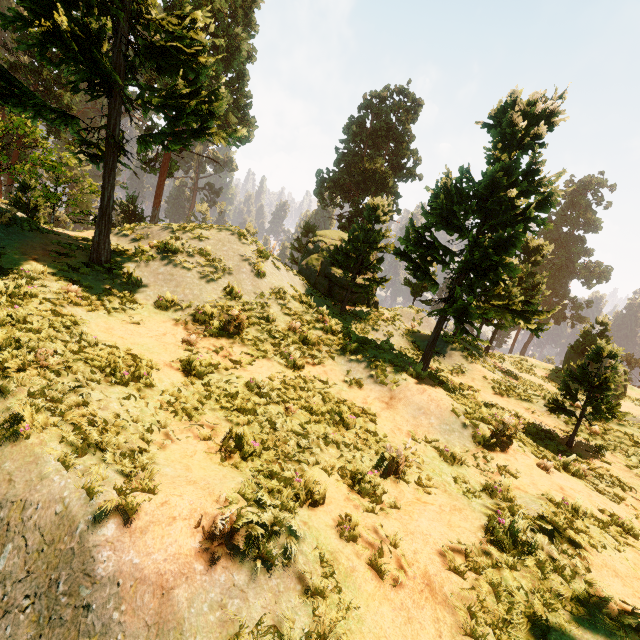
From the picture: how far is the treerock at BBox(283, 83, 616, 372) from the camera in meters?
10.6

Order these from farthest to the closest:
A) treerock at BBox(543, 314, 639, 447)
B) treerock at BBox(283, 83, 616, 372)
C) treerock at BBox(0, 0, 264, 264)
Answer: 1. treerock at BBox(283, 83, 616, 372)
2. treerock at BBox(543, 314, 639, 447)
3. treerock at BBox(0, 0, 264, 264)

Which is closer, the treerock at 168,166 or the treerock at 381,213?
the treerock at 168,166

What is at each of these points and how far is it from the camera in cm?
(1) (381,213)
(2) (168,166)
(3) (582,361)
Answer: (1) treerock, 1536
(2) treerock, 3119
(3) treerock, 1015

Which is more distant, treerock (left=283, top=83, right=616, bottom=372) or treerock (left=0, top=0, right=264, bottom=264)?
treerock (left=283, top=83, right=616, bottom=372)

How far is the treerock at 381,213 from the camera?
10.6m
